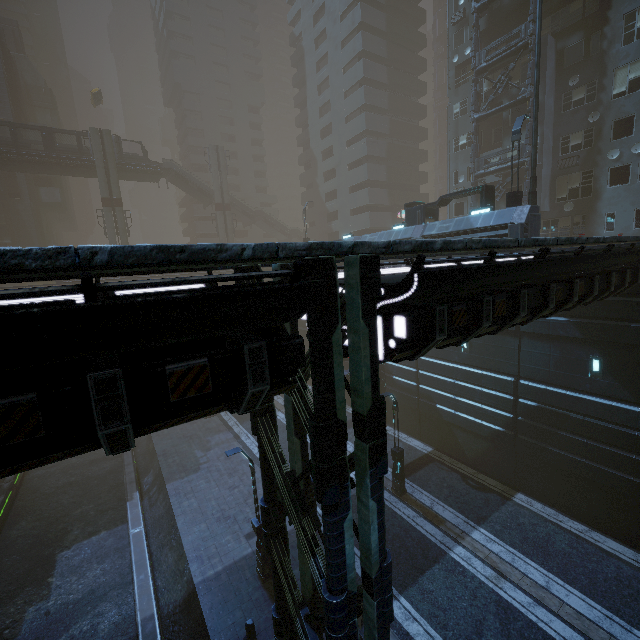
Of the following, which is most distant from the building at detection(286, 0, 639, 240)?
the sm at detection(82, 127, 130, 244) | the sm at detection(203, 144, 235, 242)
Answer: the sm at detection(82, 127, 130, 244)

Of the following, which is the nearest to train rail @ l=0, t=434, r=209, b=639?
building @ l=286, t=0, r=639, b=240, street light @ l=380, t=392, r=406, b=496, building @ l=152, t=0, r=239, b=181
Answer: building @ l=286, t=0, r=639, b=240

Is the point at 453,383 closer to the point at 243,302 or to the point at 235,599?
the point at 235,599

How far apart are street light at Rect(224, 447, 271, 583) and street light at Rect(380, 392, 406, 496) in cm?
671

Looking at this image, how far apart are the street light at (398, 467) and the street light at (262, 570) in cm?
671

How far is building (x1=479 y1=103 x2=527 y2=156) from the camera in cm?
2520

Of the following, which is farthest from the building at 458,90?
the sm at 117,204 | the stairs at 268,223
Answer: the sm at 117,204

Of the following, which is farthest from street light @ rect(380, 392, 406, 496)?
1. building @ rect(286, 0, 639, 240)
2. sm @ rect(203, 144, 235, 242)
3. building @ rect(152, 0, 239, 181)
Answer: building @ rect(152, 0, 239, 181)
